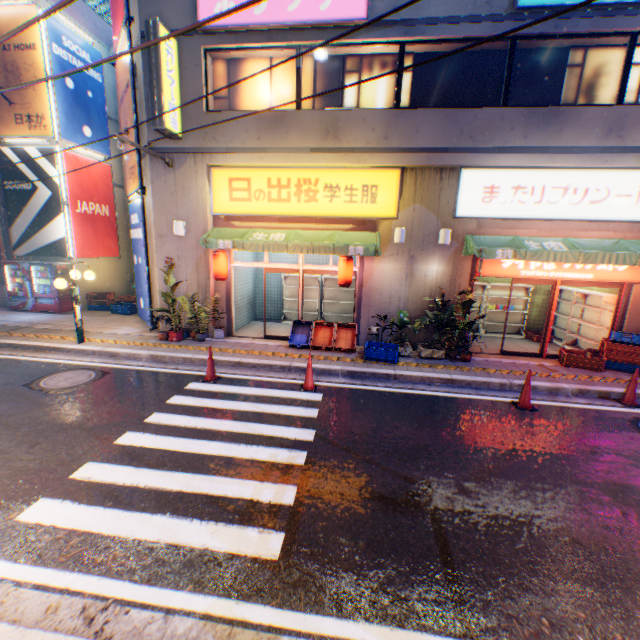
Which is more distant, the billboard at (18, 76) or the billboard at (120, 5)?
the billboard at (18, 76)

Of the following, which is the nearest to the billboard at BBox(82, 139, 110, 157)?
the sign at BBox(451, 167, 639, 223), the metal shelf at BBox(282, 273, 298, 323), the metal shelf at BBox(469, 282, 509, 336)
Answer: the metal shelf at BBox(282, 273, 298, 323)

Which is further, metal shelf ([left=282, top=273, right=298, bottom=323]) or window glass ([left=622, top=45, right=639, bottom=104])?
metal shelf ([left=282, top=273, right=298, bottom=323])

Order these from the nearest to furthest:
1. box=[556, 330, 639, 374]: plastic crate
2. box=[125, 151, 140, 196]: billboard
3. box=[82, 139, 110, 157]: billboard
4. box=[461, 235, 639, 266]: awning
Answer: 1. box=[461, 235, 639, 266]: awning
2. box=[556, 330, 639, 374]: plastic crate
3. box=[125, 151, 140, 196]: billboard
4. box=[82, 139, 110, 157]: billboard

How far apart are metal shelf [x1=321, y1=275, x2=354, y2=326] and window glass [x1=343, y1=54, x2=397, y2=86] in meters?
5.2 m

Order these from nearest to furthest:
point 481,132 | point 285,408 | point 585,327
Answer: point 285,408 → point 481,132 → point 585,327

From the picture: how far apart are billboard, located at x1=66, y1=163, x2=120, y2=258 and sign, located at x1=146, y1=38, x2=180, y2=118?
6.83m

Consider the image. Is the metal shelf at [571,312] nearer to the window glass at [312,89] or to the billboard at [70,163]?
the window glass at [312,89]
